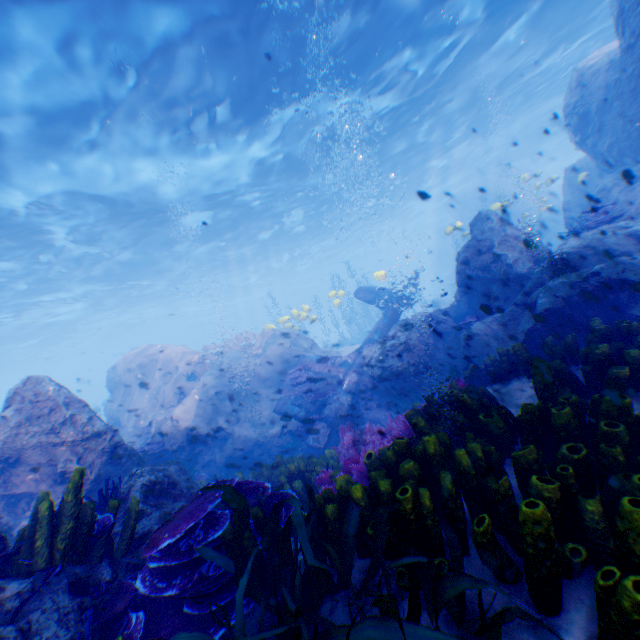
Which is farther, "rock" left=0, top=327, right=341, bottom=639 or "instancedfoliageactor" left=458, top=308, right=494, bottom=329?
"instancedfoliageactor" left=458, top=308, right=494, bottom=329

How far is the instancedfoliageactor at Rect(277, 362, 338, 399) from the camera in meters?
11.3 m

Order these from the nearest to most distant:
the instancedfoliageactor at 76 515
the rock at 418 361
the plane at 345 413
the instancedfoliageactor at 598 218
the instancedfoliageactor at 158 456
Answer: the instancedfoliageactor at 76 515 → the rock at 418 361 → the instancedfoliageactor at 598 218 → the plane at 345 413 → the instancedfoliageactor at 158 456

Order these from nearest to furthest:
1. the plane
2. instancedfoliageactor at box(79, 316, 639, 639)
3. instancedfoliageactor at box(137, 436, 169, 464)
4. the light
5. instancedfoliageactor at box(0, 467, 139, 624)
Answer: instancedfoliageactor at box(79, 316, 639, 639), instancedfoliageactor at box(0, 467, 139, 624), the light, the plane, instancedfoliageactor at box(137, 436, 169, 464)

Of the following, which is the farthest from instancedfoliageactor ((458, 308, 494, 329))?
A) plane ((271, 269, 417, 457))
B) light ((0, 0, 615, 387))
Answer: light ((0, 0, 615, 387))

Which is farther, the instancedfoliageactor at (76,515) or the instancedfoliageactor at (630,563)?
the instancedfoliageactor at (76,515)

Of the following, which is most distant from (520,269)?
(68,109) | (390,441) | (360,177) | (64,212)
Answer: (64,212)

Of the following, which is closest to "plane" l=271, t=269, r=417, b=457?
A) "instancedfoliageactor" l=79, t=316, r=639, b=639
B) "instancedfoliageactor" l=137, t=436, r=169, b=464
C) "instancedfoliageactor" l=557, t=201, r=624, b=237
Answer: "instancedfoliageactor" l=79, t=316, r=639, b=639
